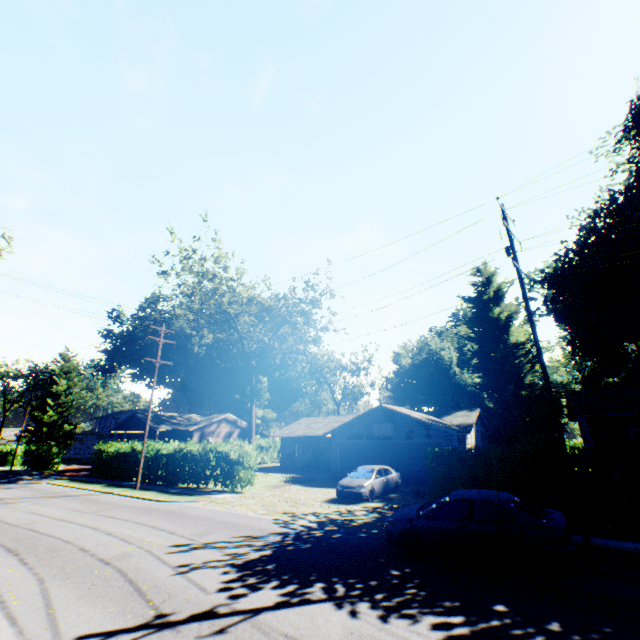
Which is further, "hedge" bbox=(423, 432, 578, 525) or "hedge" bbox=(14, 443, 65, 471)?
"hedge" bbox=(14, 443, 65, 471)

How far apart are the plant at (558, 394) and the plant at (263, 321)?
28.9m

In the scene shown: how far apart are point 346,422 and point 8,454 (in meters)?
49.48

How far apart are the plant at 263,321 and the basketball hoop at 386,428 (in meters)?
16.80

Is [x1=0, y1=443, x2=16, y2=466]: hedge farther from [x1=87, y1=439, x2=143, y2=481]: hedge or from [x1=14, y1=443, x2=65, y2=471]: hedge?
[x1=87, y1=439, x2=143, y2=481]: hedge

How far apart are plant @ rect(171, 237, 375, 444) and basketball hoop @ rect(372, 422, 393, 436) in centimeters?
1680cm

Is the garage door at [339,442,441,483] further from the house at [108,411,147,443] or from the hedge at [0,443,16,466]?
the hedge at [0,443,16,466]

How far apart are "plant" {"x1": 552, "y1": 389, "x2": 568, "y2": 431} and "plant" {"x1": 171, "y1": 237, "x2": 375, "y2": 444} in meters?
28.9
